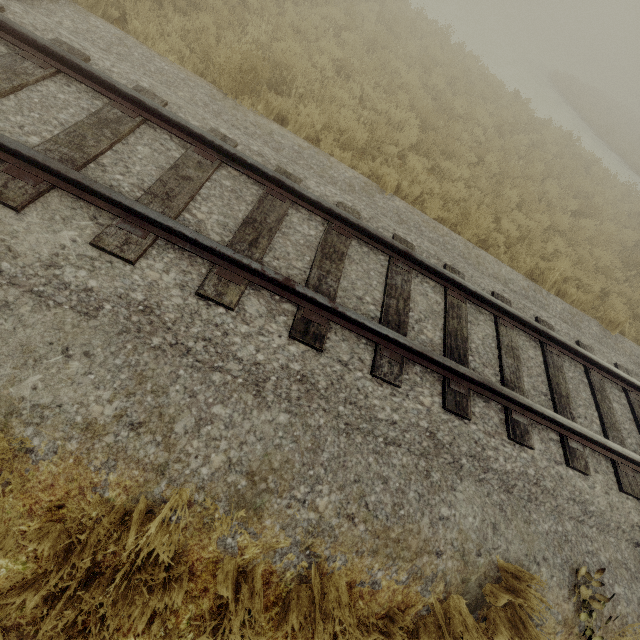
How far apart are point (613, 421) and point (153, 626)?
6.4m
